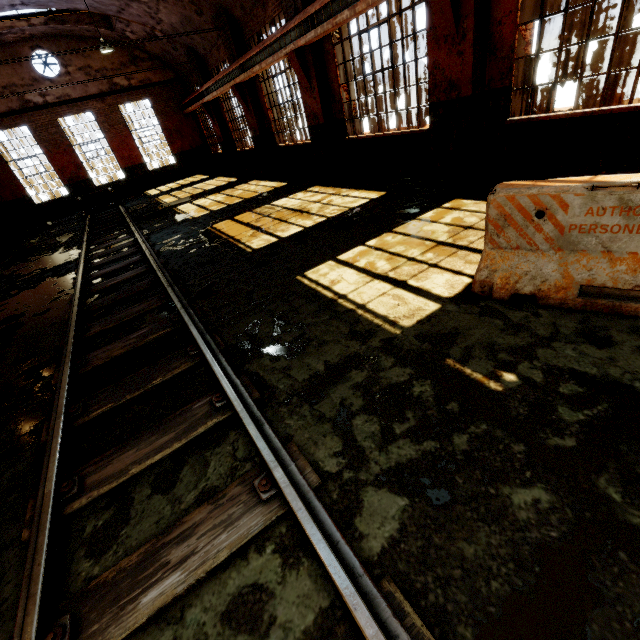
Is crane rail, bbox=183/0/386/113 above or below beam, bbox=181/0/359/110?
Answer: below

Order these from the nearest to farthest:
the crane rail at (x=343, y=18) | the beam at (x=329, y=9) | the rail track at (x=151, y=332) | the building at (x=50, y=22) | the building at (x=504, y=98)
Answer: the rail track at (x=151, y=332) → the building at (x=504, y=98) → the crane rail at (x=343, y=18) → the beam at (x=329, y=9) → the building at (x=50, y=22)

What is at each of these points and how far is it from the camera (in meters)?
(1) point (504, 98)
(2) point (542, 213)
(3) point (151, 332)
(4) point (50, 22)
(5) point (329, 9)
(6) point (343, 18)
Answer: (1) building, 5.84
(2) concrete barricade, 2.89
(3) rail track, 4.20
(4) building, 14.78
(5) beam, 7.32
(6) crane rail, 7.05

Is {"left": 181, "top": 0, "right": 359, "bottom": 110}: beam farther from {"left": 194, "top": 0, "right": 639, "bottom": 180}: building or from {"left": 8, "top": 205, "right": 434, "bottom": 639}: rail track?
{"left": 8, "top": 205, "right": 434, "bottom": 639}: rail track

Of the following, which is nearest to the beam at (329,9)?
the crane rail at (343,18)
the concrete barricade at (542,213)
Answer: the crane rail at (343,18)

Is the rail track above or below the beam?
below

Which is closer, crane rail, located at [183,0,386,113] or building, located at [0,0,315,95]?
crane rail, located at [183,0,386,113]

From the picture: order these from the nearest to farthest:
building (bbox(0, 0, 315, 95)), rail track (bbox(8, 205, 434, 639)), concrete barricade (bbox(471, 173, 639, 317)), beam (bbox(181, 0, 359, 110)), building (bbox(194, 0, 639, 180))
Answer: rail track (bbox(8, 205, 434, 639)), concrete barricade (bbox(471, 173, 639, 317)), building (bbox(194, 0, 639, 180)), beam (bbox(181, 0, 359, 110)), building (bbox(0, 0, 315, 95))
